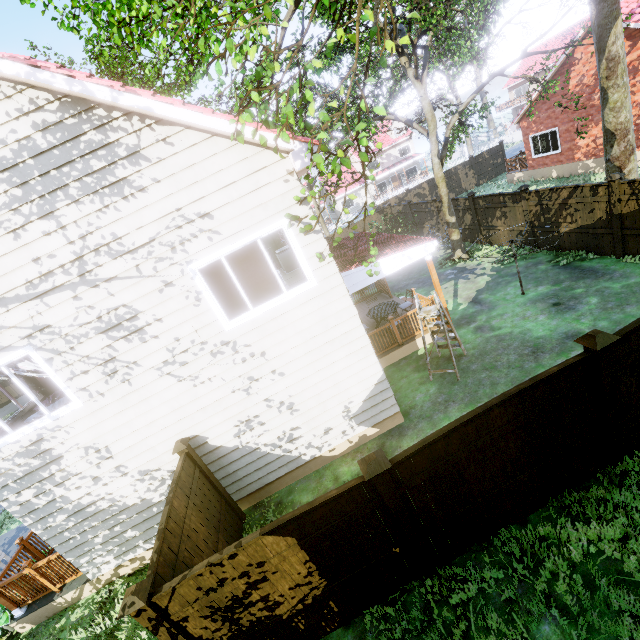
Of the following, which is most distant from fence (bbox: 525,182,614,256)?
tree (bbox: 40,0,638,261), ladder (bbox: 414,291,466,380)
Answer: ladder (bbox: 414,291,466,380)

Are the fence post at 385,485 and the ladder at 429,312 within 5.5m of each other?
yes

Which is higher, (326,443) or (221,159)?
(221,159)

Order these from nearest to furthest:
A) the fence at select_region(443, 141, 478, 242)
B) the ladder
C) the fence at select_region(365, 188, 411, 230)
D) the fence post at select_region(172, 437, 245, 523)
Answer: the fence post at select_region(172, 437, 245, 523) < the ladder < the fence at select_region(443, 141, 478, 242) < the fence at select_region(365, 188, 411, 230)

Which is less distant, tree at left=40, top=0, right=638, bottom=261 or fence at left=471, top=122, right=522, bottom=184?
tree at left=40, top=0, right=638, bottom=261

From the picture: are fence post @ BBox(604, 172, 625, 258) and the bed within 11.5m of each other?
no

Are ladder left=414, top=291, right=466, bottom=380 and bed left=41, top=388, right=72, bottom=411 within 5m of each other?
no

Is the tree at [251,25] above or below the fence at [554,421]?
above
